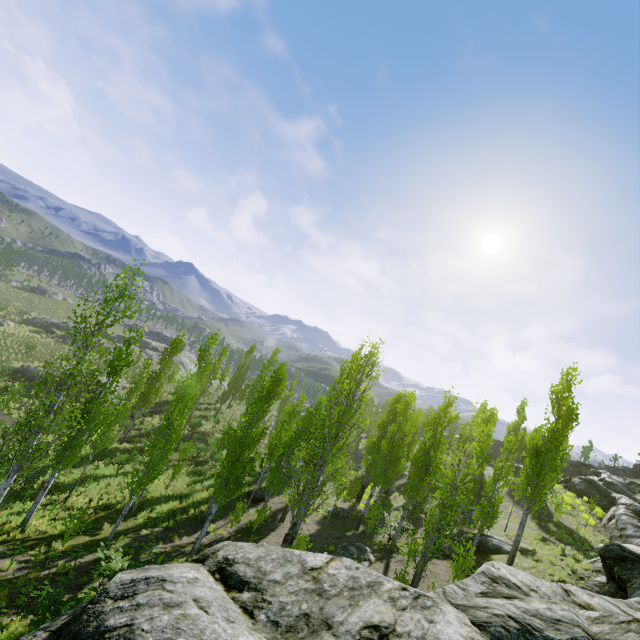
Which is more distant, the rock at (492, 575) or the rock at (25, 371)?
the rock at (25, 371)

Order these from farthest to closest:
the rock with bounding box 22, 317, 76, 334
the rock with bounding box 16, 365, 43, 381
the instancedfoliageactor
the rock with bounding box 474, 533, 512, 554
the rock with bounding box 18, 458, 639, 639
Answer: the rock with bounding box 22, 317, 76, 334 < the rock with bounding box 16, 365, 43, 381 < the rock with bounding box 474, 533, 512, 554 < the instancedfoliageactor < the rock with bounding box 18, 458, 639, 639

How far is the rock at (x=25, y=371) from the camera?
35.9 meters

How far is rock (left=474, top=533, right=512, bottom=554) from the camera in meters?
18.2 m

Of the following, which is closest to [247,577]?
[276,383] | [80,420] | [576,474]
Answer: [80,420]

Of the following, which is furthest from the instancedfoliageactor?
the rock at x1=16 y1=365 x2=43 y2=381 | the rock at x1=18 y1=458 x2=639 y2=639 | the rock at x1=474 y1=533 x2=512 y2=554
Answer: the rock at x1=474 y1=533 x2=512 y2=554

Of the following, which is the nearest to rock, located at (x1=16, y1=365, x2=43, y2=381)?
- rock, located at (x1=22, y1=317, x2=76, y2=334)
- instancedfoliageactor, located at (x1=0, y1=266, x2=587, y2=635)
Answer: instancedfoliageactor, located at (x1=0, y1=266, x2=587, y2=635)

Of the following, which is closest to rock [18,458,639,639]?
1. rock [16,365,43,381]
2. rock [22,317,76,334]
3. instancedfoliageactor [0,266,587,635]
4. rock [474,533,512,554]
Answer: instancedfoliageactor [0,266,587,635]
